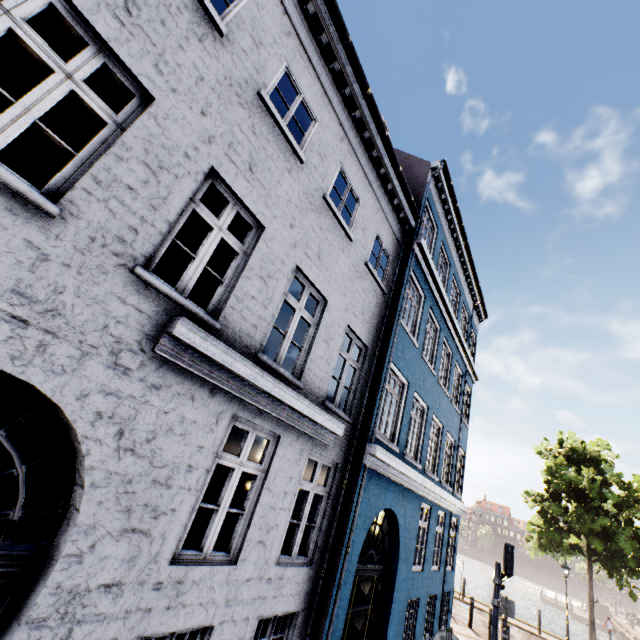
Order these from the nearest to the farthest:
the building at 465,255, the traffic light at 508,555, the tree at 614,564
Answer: the building at 465,255 → the traffic light at 508,555 → the tree at 614,564

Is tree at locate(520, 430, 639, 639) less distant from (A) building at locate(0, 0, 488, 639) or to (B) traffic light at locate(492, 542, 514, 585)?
(A) building at locate(0, 0, 488, 639)

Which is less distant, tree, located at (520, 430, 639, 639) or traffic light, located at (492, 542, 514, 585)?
traffic light, located at (492, 542, 514, 585)

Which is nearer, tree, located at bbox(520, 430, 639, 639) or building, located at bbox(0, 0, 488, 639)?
building, located at bbox(0, 0, 488, 639)

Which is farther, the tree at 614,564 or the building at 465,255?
the tree at 614,564

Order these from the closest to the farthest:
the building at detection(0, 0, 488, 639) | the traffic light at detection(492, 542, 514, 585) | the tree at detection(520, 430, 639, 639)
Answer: the building at detection(0, 0, 488, 639) → the traffic light at detection(492, 542, 514, 585) → the tree at detection(520, 430, 639, 639)

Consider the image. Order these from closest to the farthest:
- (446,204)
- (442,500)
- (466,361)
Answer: (442,500) → (446,204) → (466,361)
